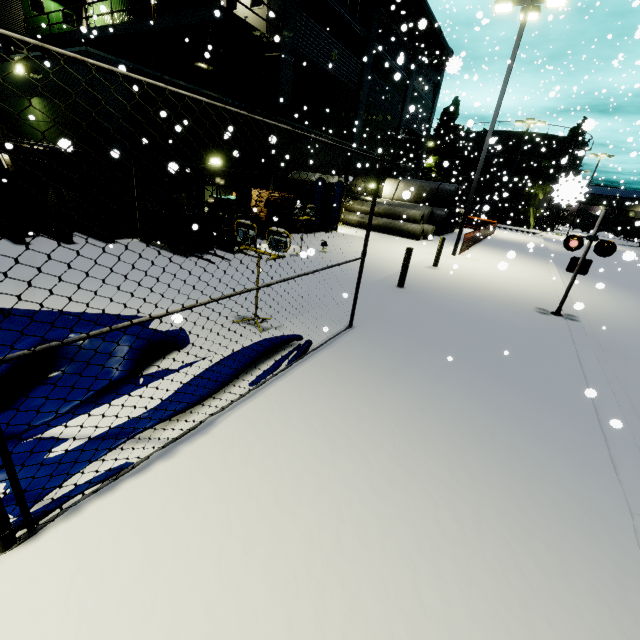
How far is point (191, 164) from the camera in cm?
1241

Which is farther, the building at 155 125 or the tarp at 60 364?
the building at 155 125

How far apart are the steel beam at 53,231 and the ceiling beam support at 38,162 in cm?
70

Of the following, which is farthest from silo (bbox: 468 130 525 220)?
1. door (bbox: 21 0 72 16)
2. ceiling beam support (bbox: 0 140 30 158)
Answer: door (bbox: 21 0 72 16)

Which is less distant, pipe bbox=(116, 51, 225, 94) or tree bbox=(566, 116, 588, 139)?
tree bbox=(566, 116, 588, 139)

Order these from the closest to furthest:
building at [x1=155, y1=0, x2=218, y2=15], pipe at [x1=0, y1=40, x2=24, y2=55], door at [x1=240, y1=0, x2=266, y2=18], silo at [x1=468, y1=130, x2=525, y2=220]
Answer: door at [x1=240, y1=0, x2=266, y2=18]
building at [x1=155, y1=0, x2=218, y2=15]
pipe at [x1=0, y1=40, x2=24, y2=55]
silo at [x1=468, y1=130, x2=525, y2=220]

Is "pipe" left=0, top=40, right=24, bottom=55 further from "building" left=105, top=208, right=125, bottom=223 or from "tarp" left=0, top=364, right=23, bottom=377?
"tarp" left=0, top=364, right=23, bottom=377

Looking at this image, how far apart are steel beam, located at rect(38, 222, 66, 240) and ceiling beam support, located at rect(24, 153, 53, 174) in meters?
0.7 m
